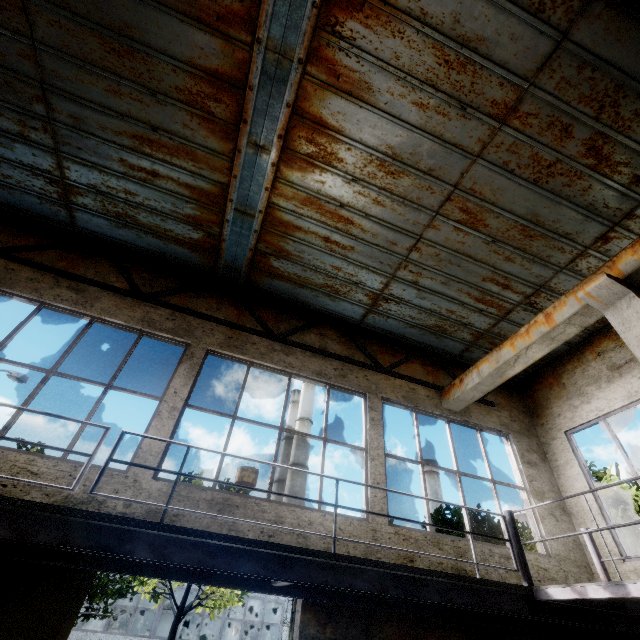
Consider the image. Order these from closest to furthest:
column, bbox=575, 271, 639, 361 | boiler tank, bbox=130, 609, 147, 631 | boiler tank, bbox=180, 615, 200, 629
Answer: column, bbox=575, 271, 639, 361 < boiler tank, bbox=130, 609, 147, 631 < boiler tank, bbox=180, 615, 200, 629

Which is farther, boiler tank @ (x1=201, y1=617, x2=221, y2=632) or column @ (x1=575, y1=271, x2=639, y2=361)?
boiler tank @ (x1=201, y1=617, x2=221, y2=632)

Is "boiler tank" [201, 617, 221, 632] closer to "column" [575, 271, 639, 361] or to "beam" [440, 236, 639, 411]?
"beam" [440, 236, 639, 411]

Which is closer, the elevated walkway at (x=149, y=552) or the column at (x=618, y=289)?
the elevated walkway at (x=149, y=552)

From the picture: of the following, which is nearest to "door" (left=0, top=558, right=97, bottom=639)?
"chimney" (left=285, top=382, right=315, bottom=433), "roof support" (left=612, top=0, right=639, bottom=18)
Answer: "roof support" (left=612, top=0, right=639, bottom=18)

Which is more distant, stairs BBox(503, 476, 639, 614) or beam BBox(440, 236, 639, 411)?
beam BBox(440, 236, 639, 411)

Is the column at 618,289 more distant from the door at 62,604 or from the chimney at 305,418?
the chimney at 305,418

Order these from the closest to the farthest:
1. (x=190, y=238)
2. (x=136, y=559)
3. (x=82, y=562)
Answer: (x=136, y=559) < (x=82, y=562) < (x=190, y=238)
